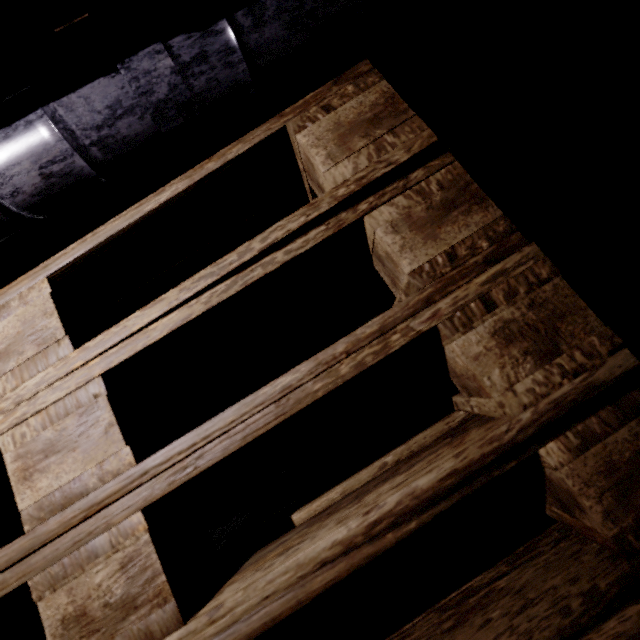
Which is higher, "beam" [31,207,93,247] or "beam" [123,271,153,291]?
"beam" [31,207,93,247]

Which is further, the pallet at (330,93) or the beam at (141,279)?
the beam at (141,279)

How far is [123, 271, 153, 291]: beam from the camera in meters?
1.4 m

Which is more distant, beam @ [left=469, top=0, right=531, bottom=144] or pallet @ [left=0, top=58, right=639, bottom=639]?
beam @ [left=469, top=0, right=531, bottom=144]

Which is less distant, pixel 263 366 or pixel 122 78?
pixel 122 78

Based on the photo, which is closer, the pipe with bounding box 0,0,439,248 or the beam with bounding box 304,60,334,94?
the pipe with bounding box 0,0,439,248

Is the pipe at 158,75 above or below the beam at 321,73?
below
